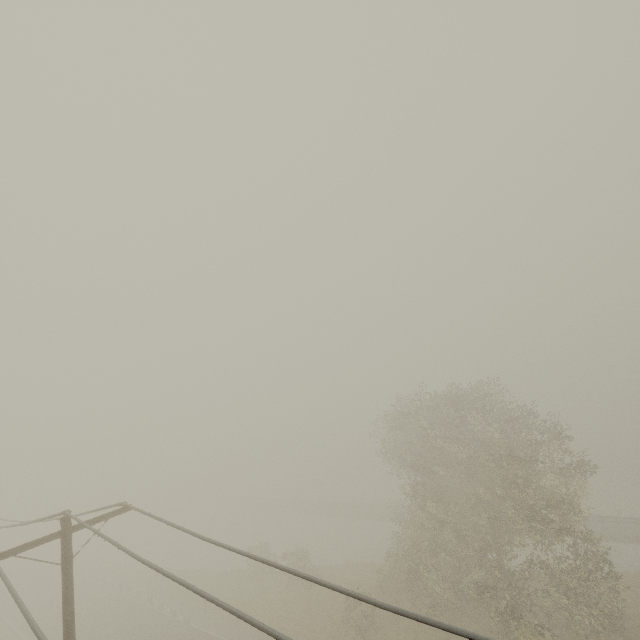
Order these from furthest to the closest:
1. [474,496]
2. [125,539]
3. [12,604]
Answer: [125,539] → [12,604] → [474,496]
